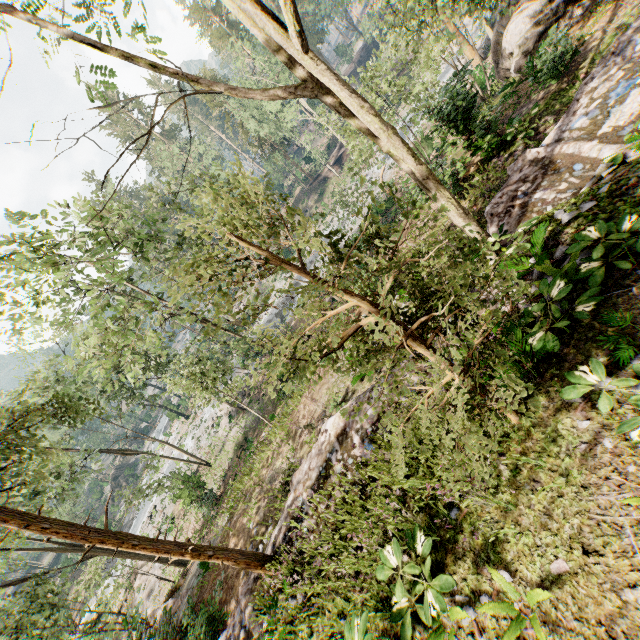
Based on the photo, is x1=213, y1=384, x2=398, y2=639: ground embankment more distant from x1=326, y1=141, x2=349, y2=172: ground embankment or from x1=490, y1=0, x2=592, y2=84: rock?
x1=326, y1=141, x2=349, y2=172: ground embankment

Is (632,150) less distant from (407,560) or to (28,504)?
(407,560)

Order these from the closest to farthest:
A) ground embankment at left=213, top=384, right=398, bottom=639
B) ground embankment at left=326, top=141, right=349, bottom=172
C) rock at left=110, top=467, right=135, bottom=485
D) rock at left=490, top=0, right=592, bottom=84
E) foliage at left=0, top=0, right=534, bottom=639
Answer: foliage at left=0, top=0, right=534, bottom=639, ground embankment at left=213, top=384, right=398, bottom=639, rock at left=490, top=0, right=592, bottom=84, ground embankment at left=326, top=141, right=349, bottom=172, rock at left=110, top=467, right=135, bottom=485

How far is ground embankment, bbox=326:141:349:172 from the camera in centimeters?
4994cm

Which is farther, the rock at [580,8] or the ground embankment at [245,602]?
the rock at [580,8]

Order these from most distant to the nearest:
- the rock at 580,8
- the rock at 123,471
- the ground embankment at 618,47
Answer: the rock at 123,471 < the rock at 580,8 < the ground embankment at 618,47

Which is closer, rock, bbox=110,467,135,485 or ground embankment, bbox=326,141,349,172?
ground embankment, bbox=326,141,349,172

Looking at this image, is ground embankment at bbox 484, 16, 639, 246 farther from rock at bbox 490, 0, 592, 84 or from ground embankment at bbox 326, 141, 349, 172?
ground embankment at bbox 326, 141, 349, 172
